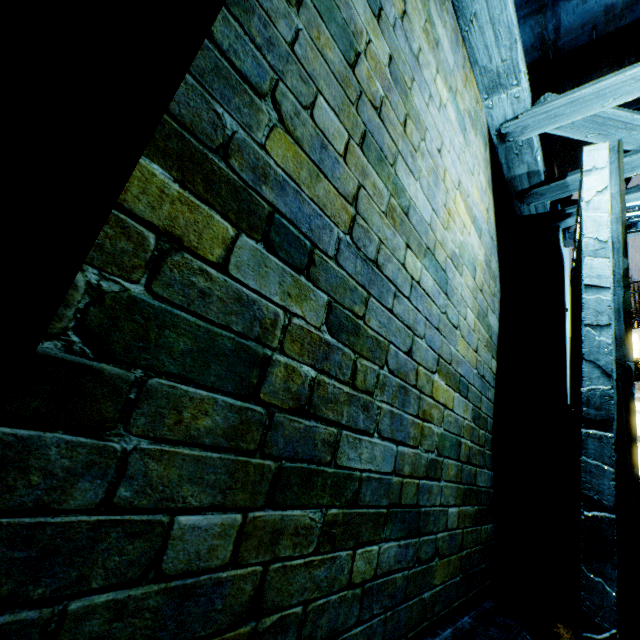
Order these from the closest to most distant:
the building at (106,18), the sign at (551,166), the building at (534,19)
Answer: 1. the building at (106,18)
2. the building at (534,19)
3. the sign at (551,166)

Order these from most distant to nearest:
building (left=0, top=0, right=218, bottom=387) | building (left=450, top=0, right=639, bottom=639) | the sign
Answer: the sign, building (left=450, top=0, right=639, bottom=639), building (left=0, top=0, right=218, bottom=387)

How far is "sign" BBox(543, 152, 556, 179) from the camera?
12.2m

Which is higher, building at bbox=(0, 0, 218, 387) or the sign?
the sign

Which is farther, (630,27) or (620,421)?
(630,27)

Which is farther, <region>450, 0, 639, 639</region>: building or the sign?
the sign

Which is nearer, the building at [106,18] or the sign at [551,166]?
the building at [106,18]
